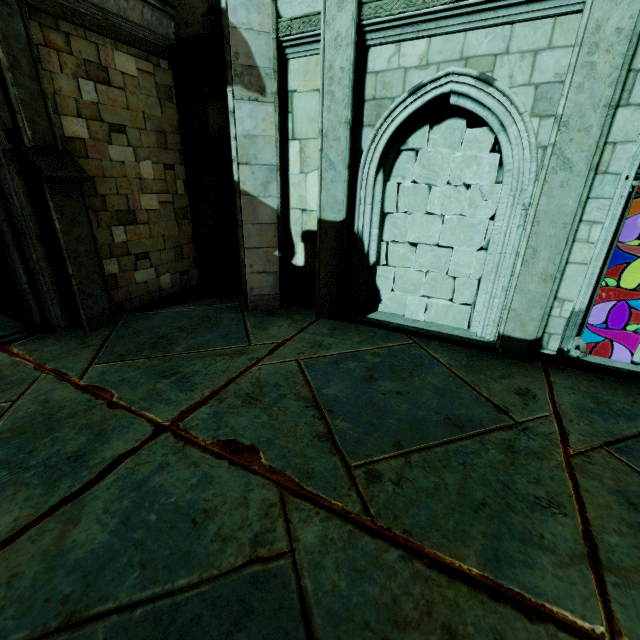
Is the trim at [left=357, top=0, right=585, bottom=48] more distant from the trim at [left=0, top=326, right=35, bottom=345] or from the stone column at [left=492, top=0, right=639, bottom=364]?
the trim at [left=0, top=326, right=35, bottom=345]

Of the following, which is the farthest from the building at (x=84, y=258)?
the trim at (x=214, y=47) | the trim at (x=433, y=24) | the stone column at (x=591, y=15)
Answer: the stone column at (x=591, y=15)

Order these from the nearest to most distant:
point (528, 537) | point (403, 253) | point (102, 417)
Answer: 1. point (528, 537)
2. point (102, 417)
3. point (403, 253)

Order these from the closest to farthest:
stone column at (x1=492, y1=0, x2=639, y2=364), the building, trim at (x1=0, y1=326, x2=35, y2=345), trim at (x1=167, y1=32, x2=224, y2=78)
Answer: stone column at (x1=492, y1=0, x2=639, y2=364), the building, trim at (x1=0, y1=326, x2=35, y2=345), trim at (x1=167, y1=32, x2=224, y2=78)

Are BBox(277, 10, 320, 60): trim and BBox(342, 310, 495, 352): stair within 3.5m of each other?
no

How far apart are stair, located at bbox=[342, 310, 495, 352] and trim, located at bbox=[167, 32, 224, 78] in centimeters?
526cm

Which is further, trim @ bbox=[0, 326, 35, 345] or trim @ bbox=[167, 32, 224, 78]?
trim @ bbox=[167, 32, 224, 78]

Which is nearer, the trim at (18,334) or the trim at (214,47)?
the trim at (18,334)
